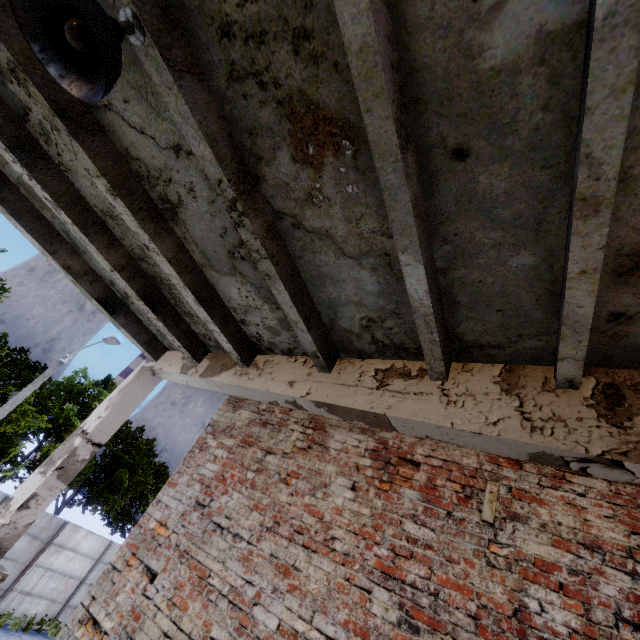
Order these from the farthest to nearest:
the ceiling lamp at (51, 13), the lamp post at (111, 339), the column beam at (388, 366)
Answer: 1. the lamp post at (111, 339)
2. the column beam at (388, 366)
3. the ceiling lamp at (51, 13)

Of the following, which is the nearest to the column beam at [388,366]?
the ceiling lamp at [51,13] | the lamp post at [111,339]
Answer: the ceiling lamp at [51,13]

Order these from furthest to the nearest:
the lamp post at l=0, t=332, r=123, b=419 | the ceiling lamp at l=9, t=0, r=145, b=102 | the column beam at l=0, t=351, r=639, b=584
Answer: the lamp post at l=0, t=332, r=123, b=419 → the column beam at l=0, t=351, r=639, b=584 → the ceiling lamp at l=9, t=0, r=145, b=102

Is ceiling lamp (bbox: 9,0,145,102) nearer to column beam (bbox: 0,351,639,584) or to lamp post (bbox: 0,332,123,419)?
column beam (bbox: 0,351,639,584)

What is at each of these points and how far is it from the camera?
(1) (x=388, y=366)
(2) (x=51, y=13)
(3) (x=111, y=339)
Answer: (1) column beam, 3.47m
(2) ceiling lamp, 1.67m
(3) lamp post, 13.33m

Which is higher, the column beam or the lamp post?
the lamp post

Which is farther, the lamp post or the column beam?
the lamp post
